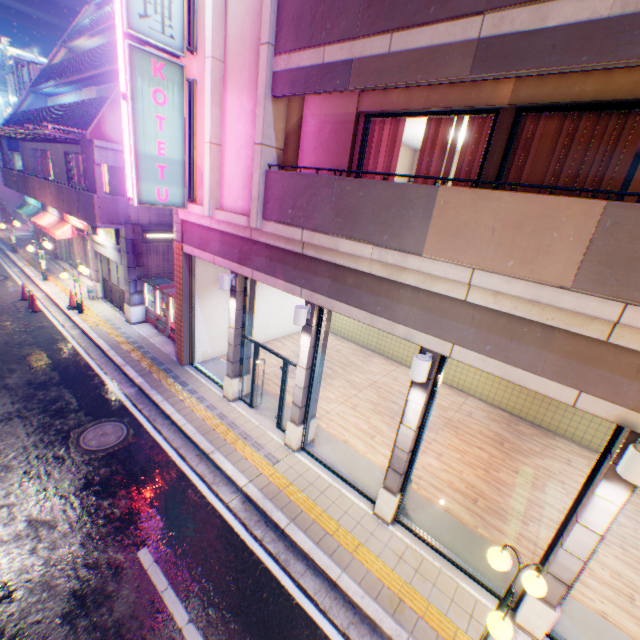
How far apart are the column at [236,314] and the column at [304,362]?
2.43m

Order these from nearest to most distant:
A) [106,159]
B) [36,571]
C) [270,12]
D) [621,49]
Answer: [621,49] < [36,571] < [270,12] < [106,159]

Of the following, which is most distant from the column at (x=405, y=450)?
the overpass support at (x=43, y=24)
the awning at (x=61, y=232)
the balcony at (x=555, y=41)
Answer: the awning at (x=61, y=232)

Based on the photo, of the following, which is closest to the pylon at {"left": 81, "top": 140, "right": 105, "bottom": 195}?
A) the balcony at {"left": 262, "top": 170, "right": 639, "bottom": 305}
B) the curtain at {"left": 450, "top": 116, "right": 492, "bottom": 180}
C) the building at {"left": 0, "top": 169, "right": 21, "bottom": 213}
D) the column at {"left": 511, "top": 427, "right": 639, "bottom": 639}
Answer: the balcony at {"left": 262, "top": 170, "right": 639, "bottom": 305}

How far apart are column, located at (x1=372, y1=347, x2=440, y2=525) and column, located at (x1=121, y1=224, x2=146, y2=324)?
12.67m

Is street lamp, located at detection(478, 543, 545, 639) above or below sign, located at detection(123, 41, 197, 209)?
below

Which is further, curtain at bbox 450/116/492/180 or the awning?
the awning

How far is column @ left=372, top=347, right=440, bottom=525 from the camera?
5.88m
